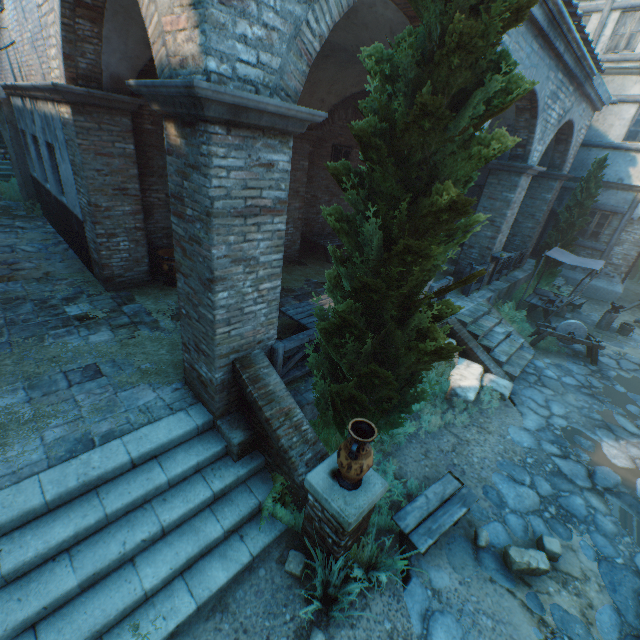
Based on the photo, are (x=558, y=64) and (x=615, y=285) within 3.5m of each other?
no

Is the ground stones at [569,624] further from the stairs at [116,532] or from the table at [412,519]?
the stairs at [116,532]

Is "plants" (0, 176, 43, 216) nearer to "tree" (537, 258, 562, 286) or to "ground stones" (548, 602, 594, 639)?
"tree" (537, 258, 562, 286)

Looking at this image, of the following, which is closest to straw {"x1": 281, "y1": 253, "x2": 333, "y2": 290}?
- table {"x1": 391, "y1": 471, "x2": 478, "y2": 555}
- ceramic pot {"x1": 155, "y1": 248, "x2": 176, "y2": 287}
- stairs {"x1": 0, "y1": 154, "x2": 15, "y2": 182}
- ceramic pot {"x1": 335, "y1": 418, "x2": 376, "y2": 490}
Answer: ceramic pot {"x1": 155, "y1": 248, "x2": 176, "y2": 287}

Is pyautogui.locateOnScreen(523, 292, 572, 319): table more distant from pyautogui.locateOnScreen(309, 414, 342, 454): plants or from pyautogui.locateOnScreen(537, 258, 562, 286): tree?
pyautogui.locateOnScreen(309, 414, 342, 454): plants

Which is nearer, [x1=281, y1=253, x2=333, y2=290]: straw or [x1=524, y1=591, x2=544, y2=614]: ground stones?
[x1=524, y1=591, x2=544, y2=614]: ground stones

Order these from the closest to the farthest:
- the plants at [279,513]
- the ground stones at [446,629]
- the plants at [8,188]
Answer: the ground stones at [446,629] < the plants at [279,513] < the plants at [8,188]

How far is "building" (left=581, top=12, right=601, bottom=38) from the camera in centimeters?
1300cm
